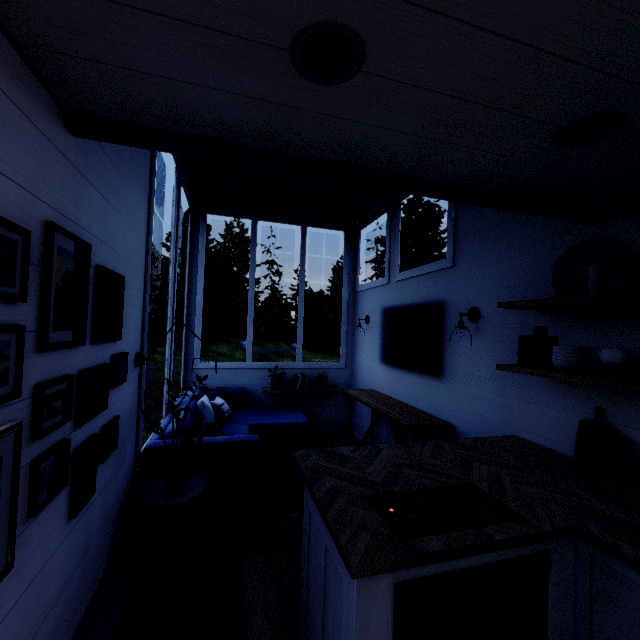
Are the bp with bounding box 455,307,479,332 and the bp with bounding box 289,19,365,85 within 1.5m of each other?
no

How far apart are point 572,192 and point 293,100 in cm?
156

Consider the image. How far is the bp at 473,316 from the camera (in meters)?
2.87

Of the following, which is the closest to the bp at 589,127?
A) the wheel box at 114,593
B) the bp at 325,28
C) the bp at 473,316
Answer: the bp at 325,28

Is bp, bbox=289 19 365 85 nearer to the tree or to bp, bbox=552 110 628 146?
the tree

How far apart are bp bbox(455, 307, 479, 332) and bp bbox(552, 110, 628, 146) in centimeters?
174cm

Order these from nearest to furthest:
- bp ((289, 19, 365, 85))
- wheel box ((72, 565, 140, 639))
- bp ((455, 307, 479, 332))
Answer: bp ((289, 19, 365, 85)) → wheel box ((72, 565, 140, 639)) → bp ((455, 307, 479, 332))

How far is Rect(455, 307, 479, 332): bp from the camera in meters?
2.9
